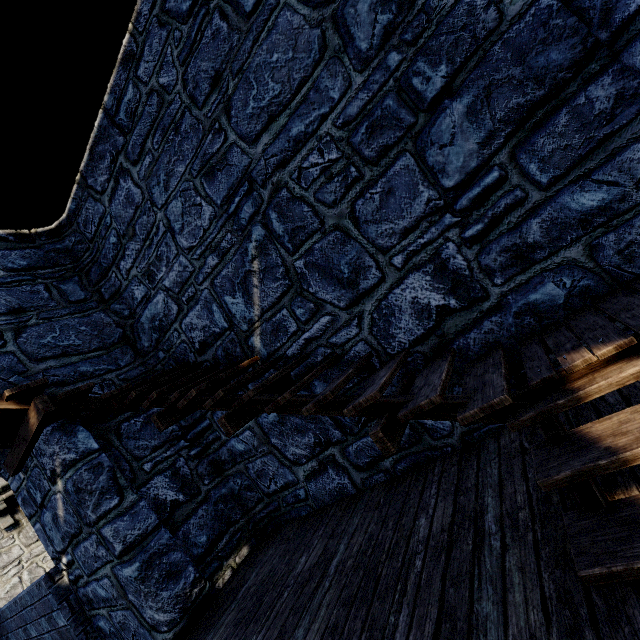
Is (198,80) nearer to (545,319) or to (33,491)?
(545,319)
